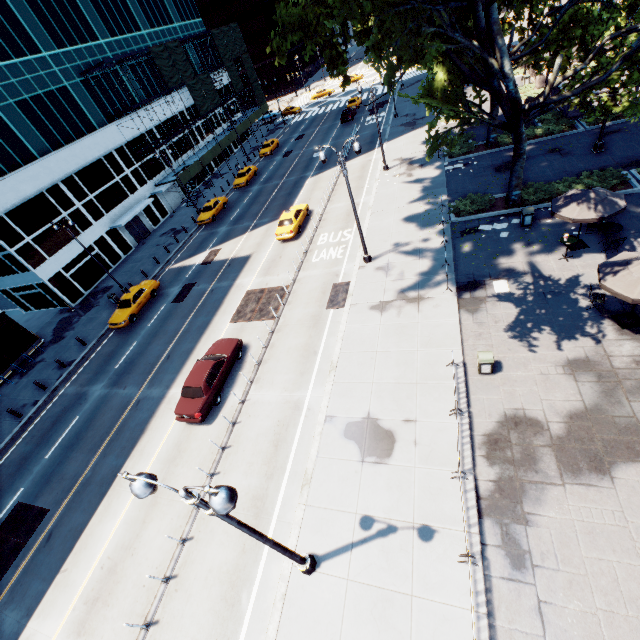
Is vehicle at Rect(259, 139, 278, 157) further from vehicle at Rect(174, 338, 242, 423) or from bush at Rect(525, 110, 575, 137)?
vehicle at Rect(174, 338, 242, 423)

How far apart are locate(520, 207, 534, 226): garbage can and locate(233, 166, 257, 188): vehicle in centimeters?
3237cm

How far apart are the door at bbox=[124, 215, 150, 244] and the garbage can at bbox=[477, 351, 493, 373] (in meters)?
38.75

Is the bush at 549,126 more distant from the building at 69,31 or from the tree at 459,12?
the building at 69,31

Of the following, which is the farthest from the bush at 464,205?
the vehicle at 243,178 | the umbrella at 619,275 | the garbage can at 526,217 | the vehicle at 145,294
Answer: the vehicle at 243,178

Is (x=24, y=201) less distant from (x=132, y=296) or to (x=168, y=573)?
(x=132, y=296)

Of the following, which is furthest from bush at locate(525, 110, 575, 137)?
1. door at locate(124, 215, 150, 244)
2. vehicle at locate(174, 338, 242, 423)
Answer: door at locate(124, 215, 150, 244)

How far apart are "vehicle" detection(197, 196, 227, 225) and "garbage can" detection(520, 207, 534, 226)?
29.27m
